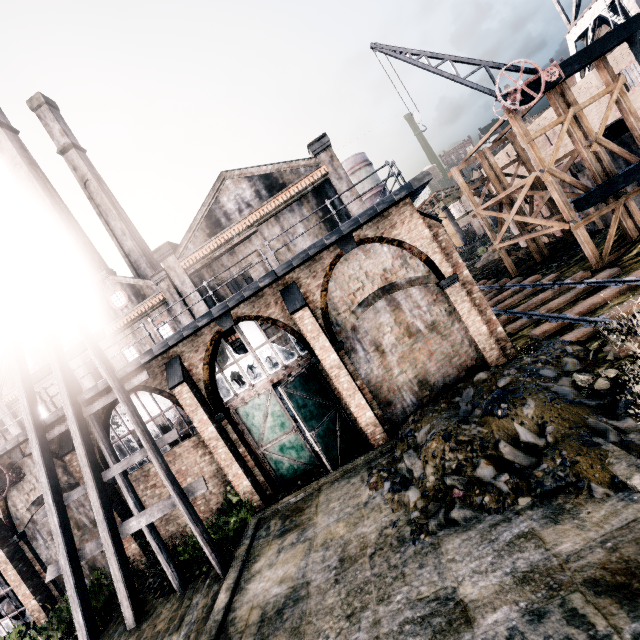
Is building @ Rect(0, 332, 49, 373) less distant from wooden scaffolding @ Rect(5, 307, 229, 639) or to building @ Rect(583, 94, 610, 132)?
wooden scaffolding @ Rect(5, 307, 229, 639)

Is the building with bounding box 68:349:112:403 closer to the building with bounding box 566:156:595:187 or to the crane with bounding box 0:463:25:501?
the crane with bounding box 0:463:25:501

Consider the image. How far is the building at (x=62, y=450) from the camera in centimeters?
1401cm

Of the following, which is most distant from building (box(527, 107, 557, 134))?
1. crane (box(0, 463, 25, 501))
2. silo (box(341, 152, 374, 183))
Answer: crane (box(0, 463, 25, 501))

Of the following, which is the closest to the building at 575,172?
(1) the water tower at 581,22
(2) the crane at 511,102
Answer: (1) the water tower at 581,22

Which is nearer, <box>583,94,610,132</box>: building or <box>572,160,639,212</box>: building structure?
<box>572,160,639,212</box>: building structure

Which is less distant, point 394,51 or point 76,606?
point 76,606

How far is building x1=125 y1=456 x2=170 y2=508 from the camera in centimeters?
1473cm
